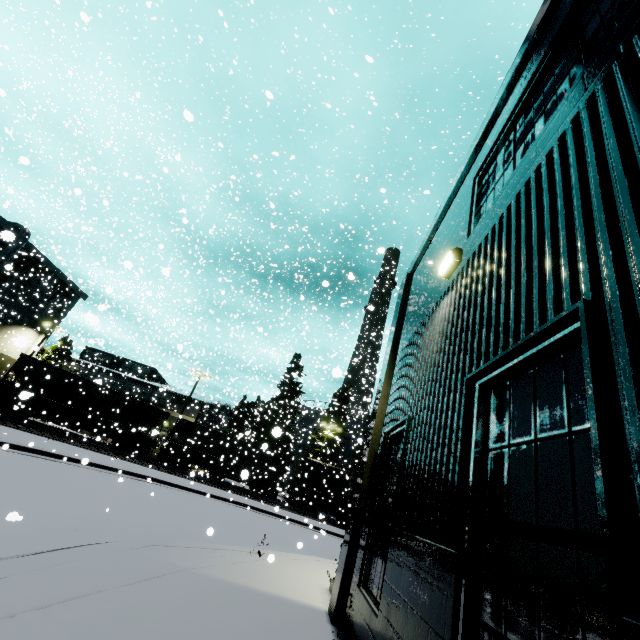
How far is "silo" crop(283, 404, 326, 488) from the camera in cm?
3609

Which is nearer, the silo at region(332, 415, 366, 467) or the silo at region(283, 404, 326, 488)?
the silo at region(283, 404, 326, 488)

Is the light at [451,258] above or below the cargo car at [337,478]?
above

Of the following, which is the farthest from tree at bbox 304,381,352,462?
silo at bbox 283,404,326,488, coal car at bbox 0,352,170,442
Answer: coal car at bbox 0,352,170,442

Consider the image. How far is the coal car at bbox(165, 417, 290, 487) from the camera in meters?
30.4

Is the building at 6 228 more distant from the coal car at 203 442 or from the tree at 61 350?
the coal car at 203 442

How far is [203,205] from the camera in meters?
37.9 m

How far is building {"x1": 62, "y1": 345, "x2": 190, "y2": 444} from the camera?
38.7m
